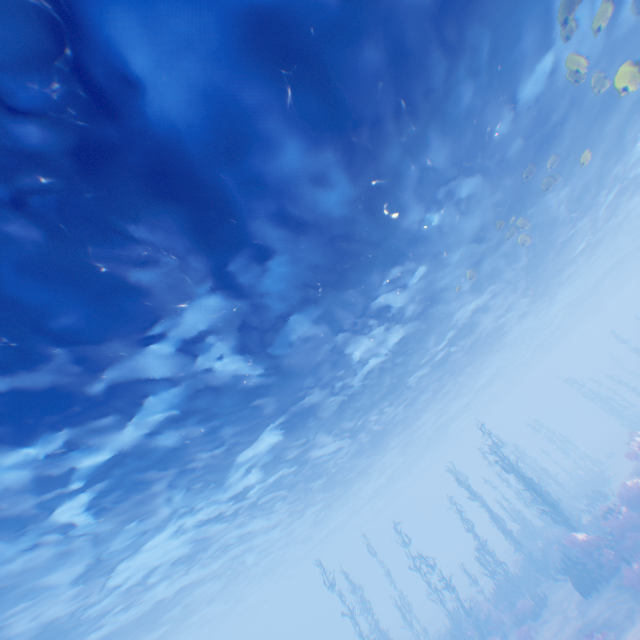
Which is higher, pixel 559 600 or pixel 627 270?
pixel 627 270
